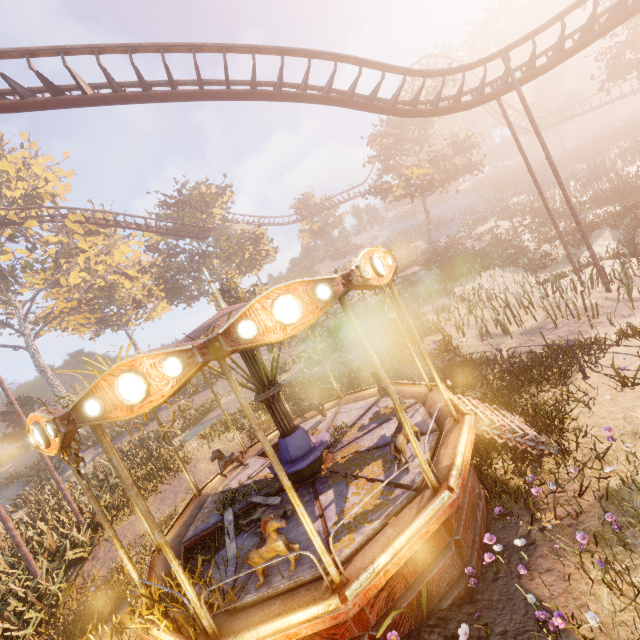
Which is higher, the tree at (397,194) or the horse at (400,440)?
the tree at (397,194)

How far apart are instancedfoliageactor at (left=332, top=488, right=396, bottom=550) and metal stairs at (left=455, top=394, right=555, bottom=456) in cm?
159

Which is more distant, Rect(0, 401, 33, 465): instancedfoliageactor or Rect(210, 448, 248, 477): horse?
Rect(0, 401, 33, 465): instancedfoliageactor

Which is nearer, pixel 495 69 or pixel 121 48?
pixel 121 48

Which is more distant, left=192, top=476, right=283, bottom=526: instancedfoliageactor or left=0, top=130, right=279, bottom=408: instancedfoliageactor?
left=0, top=130, right=279, bottom=408: instancedfoliageactor

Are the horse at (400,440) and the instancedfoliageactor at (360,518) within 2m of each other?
yes

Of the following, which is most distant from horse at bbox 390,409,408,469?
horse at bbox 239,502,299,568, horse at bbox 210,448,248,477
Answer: horse at bbox 210,448,248,477

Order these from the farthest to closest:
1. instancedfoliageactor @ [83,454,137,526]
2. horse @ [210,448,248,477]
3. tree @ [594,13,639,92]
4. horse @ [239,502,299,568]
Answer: tree @ [594,13,639,92] → instancedfoliageactor @ [83,454,137,526] → horse @ [210,448,248,477] → horse @ [239,502,299,568]
